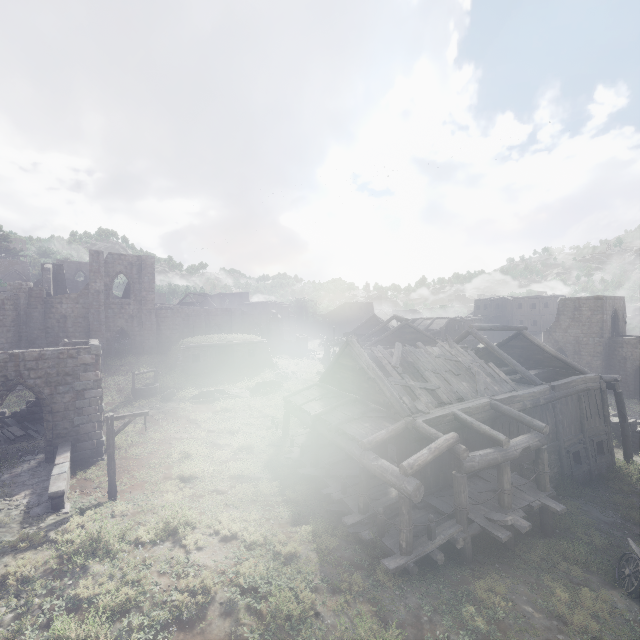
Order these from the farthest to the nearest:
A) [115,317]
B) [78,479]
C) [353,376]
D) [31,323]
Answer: [115,317], [31,323], [353,376], [78,479]

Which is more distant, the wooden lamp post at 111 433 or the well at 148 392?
the well at 148 392

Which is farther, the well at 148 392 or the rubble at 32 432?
the well at 148 392

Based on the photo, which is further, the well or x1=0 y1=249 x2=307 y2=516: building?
the well

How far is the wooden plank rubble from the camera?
15.01m

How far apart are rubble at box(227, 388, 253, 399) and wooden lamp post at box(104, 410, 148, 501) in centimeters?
1280cm

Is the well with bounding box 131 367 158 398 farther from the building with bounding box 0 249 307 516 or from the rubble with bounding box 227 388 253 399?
the rubble with bounding box 227 388 253 399

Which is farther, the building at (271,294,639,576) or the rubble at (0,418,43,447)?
the rubble at (0,418,43,447)
